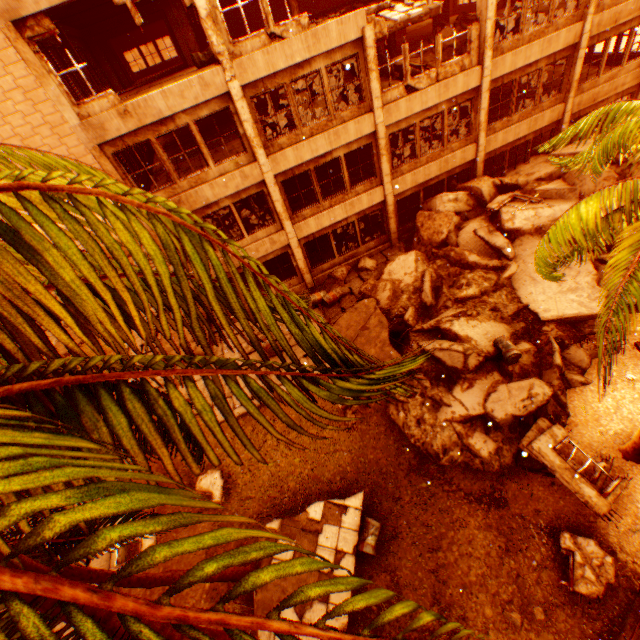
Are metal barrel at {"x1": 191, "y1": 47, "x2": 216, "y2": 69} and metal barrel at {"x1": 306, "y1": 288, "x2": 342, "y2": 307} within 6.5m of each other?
no

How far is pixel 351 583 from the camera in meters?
1.2 m

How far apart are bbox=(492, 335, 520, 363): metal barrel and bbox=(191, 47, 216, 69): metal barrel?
15.3 meters

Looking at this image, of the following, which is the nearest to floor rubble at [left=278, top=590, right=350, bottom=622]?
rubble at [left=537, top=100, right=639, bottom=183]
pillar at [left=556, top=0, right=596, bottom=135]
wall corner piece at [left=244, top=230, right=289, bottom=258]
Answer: rubble at [left=537, top=100, right=639, bottom=183]

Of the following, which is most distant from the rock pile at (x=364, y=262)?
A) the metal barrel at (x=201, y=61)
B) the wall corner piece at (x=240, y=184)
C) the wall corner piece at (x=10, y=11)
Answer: the metal barrel at (x=201, y=61)

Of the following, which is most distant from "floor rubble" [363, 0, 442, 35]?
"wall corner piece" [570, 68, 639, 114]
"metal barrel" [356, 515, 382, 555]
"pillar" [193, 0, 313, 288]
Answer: "metal barrel" [356, 515, 382, 555]

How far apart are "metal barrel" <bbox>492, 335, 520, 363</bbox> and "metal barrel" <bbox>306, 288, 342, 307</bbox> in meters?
6.6

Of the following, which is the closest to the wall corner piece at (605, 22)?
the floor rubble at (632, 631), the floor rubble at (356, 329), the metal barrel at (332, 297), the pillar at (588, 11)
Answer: the pillar at (588, 11)
